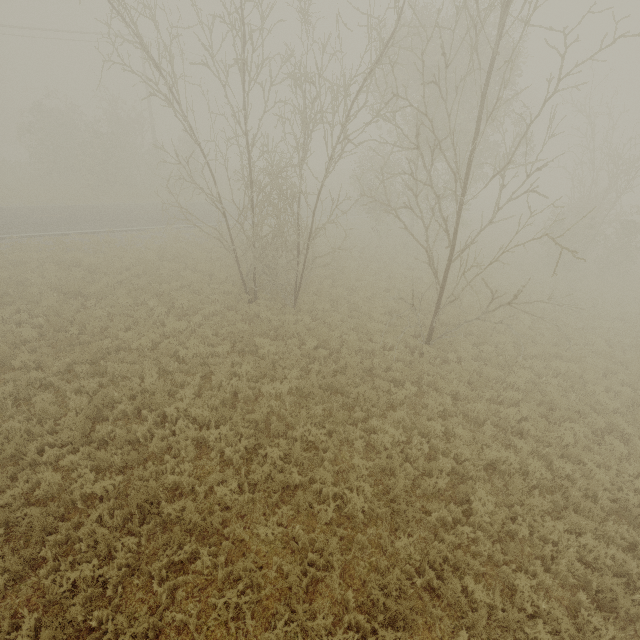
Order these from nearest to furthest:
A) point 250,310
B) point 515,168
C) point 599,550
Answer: point 599,550 → point 250,310 → point 515,168
